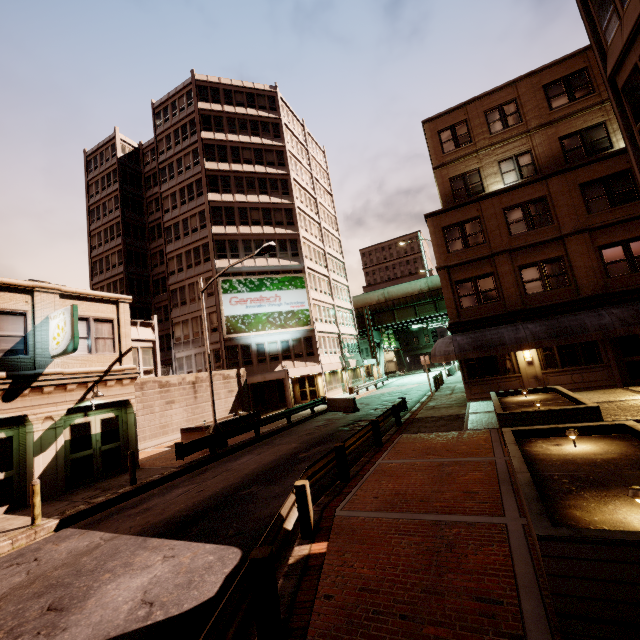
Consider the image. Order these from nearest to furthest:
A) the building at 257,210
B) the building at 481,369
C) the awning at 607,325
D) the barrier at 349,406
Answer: the building at 257,210 < the awning at 607,325 < the building at 481,369 < the barrier at 349,406

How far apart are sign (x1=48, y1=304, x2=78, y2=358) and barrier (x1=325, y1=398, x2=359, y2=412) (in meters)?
16.39

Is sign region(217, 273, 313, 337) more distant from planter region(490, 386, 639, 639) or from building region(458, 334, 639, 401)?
planter region(490, 386, 639, 639)

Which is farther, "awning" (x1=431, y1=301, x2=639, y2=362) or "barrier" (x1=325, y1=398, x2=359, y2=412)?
"barrier" (x1=325, y1=398, x2=359, y2=412)

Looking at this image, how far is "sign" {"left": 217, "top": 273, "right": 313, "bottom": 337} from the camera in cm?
3198

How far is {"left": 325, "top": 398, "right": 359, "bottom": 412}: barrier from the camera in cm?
2289

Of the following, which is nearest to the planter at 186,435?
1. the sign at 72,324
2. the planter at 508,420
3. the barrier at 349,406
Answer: the barrier at 349,406

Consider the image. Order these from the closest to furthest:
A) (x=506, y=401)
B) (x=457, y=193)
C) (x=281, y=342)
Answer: (x=506, y=401)
(x=457, y=193)
(x=281, y=342)
